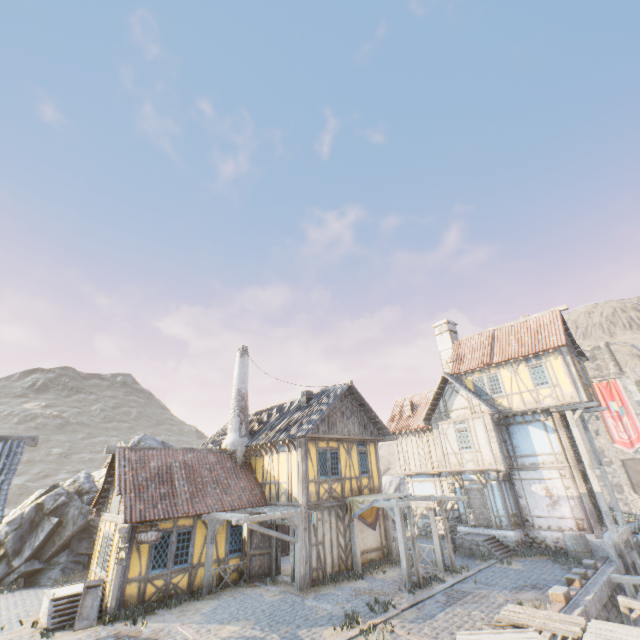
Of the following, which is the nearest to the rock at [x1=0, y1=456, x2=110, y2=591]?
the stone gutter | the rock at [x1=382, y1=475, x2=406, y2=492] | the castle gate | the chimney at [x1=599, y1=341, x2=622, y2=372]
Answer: the rock at [x1=382, y1=475, x2=406, y2=492]

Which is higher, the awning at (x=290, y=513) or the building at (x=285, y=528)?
the awning at (x=290, y=513)

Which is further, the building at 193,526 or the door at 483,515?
the door at 483,515

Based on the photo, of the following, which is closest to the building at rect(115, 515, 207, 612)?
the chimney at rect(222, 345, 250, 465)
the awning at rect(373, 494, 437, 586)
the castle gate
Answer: the chimney at rect(222, 345, 250, 465)

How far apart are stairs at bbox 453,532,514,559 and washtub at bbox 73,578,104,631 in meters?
16.5 m

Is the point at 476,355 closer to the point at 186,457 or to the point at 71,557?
the point at 186,457

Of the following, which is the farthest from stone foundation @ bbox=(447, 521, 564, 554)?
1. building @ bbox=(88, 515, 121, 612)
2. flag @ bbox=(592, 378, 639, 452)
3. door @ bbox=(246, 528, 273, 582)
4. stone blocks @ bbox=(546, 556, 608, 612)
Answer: building @ bbox=(88, 515, 121, 612)

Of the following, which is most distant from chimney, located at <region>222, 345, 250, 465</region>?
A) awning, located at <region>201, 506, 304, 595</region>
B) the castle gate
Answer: the castle gate
